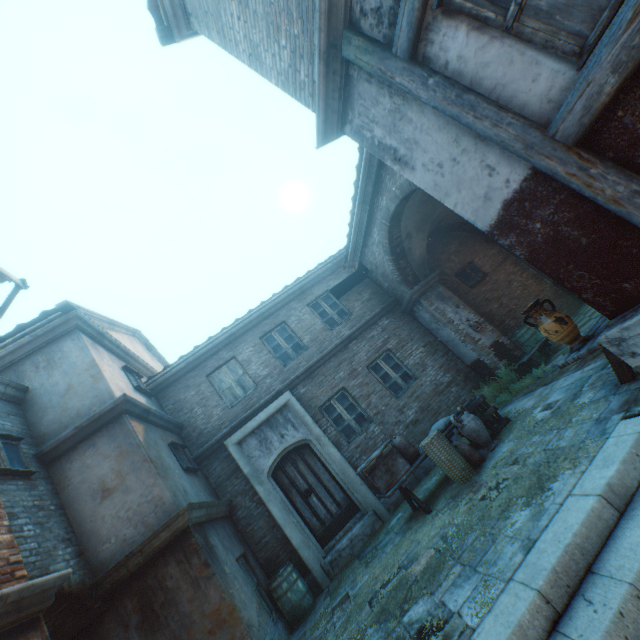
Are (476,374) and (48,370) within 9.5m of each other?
no

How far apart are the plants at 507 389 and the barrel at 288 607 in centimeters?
→ 622cm

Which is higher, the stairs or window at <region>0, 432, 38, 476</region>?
window at <region>0, 432, 38, 476</region>

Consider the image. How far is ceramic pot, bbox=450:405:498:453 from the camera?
6.2 meters

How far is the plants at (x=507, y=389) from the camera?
7.9m

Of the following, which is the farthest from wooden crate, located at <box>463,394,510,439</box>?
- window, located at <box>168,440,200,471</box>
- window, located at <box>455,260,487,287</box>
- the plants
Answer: window, located at <box>168,440,200,471</box>

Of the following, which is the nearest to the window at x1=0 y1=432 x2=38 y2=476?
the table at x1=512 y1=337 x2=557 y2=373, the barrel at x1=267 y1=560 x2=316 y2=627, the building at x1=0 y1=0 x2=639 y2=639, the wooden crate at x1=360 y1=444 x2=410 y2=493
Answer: the building at x1=0 y1=0 x2=639 y2=639

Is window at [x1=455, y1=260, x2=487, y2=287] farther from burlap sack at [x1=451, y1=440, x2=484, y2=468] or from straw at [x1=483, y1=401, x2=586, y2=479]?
burlap sack at [x1=451, y1=440, x2=484, y2=468]
